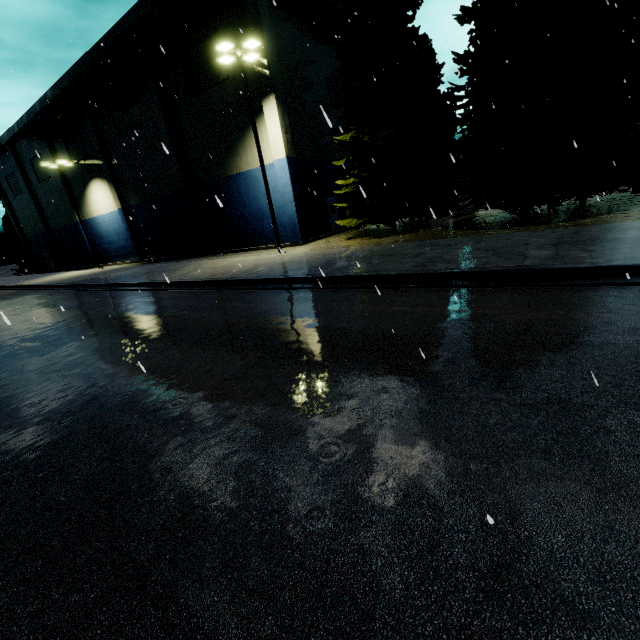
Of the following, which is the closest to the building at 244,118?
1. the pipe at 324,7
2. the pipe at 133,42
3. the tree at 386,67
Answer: the pipe at 133,42

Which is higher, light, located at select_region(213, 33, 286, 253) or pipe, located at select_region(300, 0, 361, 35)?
pipe, located at select_region(300, 0, 361, 35)

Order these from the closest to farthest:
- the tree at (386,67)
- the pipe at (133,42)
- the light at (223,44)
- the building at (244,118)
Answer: the tree at (386,67), the light at (223,44), the pipe at (133,42), the building at (244,118)

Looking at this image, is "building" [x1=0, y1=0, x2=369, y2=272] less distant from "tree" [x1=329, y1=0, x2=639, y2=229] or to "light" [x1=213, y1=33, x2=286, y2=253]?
"light" [x1=213, y1=33, x2=286, y2=253]

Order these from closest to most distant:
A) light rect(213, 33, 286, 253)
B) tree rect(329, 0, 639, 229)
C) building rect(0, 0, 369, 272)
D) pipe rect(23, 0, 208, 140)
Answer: tree rect(329, 0, 639, 229), light rect(213, 33, 286, 253), pipe rect(23, 0, 208, 140), building rect(0, 0, 369, 272)

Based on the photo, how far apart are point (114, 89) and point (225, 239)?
15.0 meters

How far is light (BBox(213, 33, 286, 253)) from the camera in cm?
1471

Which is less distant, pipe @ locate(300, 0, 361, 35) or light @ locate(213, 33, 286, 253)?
light @ locate(213, 33, 286, 253)
